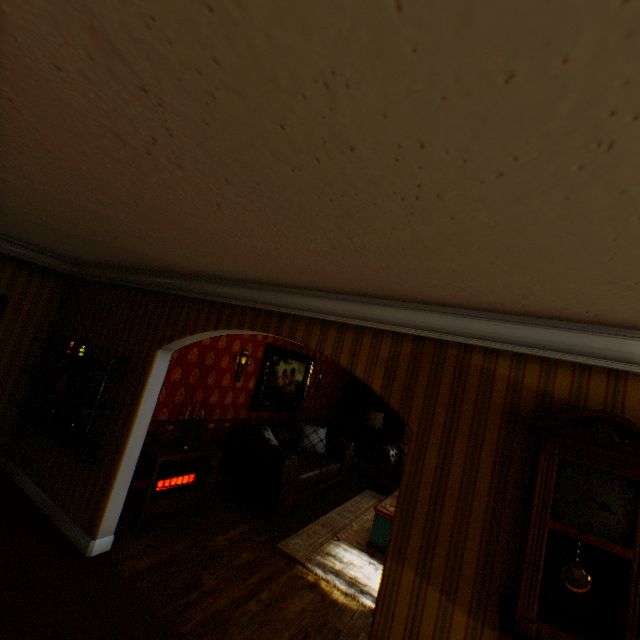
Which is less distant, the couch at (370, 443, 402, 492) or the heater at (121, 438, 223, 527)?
the heater at (121, 438, 223, 527)

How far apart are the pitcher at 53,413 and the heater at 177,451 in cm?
106

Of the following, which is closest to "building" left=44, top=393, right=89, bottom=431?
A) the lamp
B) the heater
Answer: the heater

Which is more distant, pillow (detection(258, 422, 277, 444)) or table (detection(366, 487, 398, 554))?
pillow (detection(258, 422, 277, 444))

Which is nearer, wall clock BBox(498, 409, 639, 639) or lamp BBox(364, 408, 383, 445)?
wall clock BBox(498, 409, 639, 639)

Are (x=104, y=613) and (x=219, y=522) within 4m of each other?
yes

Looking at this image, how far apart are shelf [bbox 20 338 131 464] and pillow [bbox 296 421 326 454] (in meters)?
4.25

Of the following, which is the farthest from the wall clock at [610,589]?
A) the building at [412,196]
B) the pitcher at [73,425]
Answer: the pitcher at [73,425]
